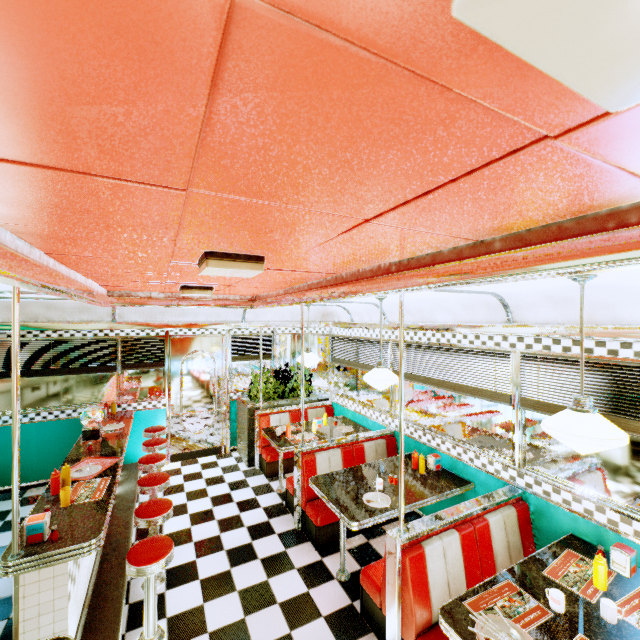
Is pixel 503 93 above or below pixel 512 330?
above

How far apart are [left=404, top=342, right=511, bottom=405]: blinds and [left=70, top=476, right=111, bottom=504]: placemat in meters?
3.8

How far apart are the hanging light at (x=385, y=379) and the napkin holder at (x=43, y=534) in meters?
3.0

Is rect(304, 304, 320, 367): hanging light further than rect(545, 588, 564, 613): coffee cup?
Yes

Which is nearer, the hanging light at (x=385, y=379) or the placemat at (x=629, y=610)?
the placemat at (x=629, y=610)

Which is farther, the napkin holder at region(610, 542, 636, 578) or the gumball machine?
the gumball machine

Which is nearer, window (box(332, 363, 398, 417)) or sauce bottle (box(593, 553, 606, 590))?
sauce bottle (box(593, 553, 606, 590))

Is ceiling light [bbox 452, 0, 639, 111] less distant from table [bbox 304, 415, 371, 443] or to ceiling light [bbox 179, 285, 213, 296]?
ceiling light [bbox 179, 285, 213, 296]
